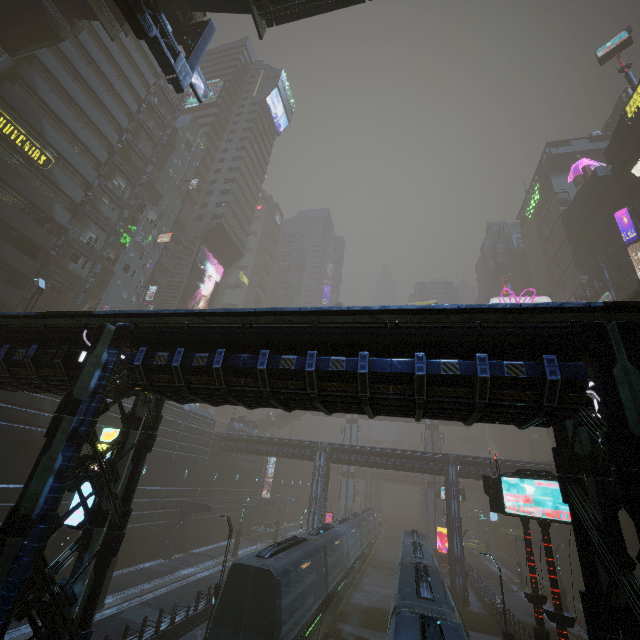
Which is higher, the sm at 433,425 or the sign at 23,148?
the sign at 23,148

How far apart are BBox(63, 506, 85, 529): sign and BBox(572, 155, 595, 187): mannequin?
72.55m

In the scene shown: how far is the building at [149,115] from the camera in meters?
44.7

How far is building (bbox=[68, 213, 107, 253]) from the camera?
35.2 meters

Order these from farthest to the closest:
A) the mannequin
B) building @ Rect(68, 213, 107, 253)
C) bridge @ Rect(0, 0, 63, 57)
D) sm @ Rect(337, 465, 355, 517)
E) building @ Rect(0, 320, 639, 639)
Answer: the mannequin
sm @ Rect(337, 465, 355, 517)
building @ Rect(68, 213, 107, 253)
bridge @ Rect(0, 0, 63, 57)
building @ Rect(0, 320, 639, 639)

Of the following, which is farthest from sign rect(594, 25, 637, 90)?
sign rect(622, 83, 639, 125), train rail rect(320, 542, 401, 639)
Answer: train rail rect(320, 542, 401, 639)

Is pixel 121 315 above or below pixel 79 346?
above

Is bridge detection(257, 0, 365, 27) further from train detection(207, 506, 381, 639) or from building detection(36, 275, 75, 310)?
train detection(207, 506, 381, 639)
